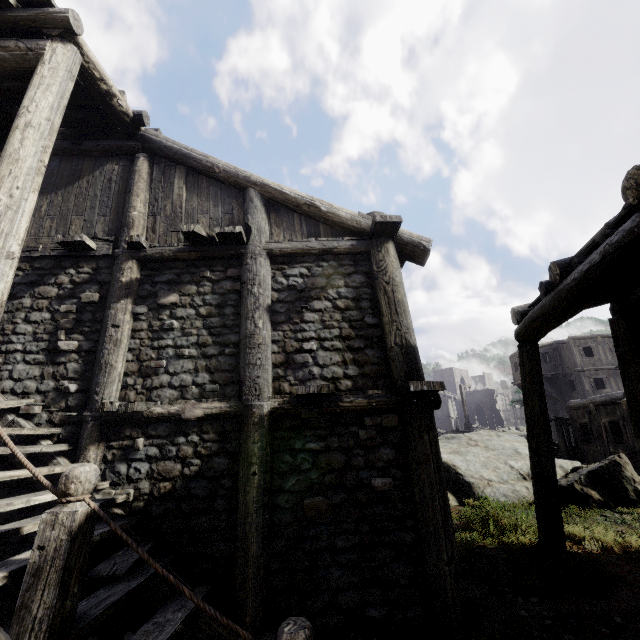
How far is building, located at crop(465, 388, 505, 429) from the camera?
54.0 meters

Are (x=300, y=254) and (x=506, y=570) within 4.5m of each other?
no

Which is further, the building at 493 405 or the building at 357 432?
the building at 493 405

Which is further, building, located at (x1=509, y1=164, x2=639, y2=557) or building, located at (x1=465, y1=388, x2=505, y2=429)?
building, located at (x1=465, y1=388, x2=505, y2=429)
